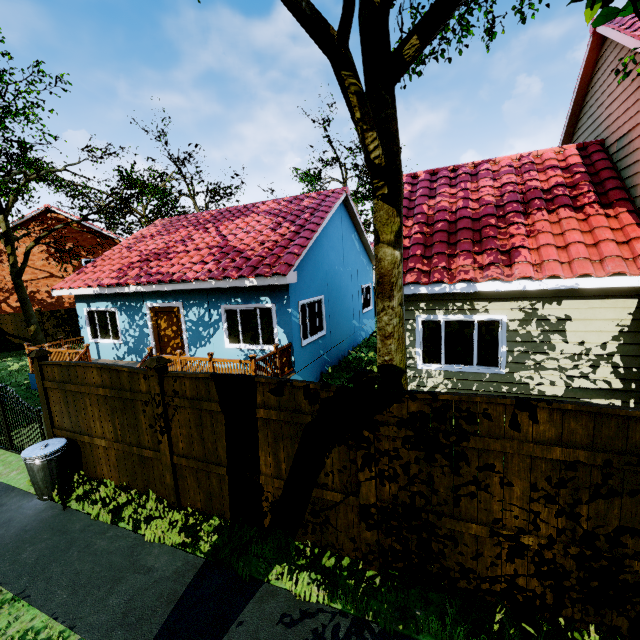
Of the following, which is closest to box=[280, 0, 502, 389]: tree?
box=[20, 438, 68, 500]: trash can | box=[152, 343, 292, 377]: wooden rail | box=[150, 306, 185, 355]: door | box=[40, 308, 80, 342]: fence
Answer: box=[40, 308, 80, 342]: fence

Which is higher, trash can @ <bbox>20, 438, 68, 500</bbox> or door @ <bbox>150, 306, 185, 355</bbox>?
door @ <bbox>150, 306, 185, 355</bbox>

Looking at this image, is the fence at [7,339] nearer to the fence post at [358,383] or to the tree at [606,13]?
the tree at [606,13]

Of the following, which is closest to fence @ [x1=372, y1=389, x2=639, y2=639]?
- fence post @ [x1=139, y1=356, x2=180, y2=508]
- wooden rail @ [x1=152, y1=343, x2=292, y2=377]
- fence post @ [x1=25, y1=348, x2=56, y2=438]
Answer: fence post @ [x1=139, y1=356, x2=180, y2=508]

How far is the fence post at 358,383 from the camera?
3.7m

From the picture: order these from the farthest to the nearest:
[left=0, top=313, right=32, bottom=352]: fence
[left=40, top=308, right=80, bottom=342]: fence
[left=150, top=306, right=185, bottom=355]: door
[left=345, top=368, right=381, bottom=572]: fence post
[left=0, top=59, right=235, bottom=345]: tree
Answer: [left=40, top=308, right=80, bottom=342]: fence < [left=0, top=313, right=32, bottom=352]: fence < [left=0, top=59, right=235, bottom=345]: tree < [left=150, top=306, right=185, bottom=355]: door < [left=345, top=368, right=381, bottom=572]: fence post

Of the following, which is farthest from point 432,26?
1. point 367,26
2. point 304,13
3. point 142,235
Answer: point 142,235

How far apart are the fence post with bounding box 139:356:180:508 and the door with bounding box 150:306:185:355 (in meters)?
6.08
